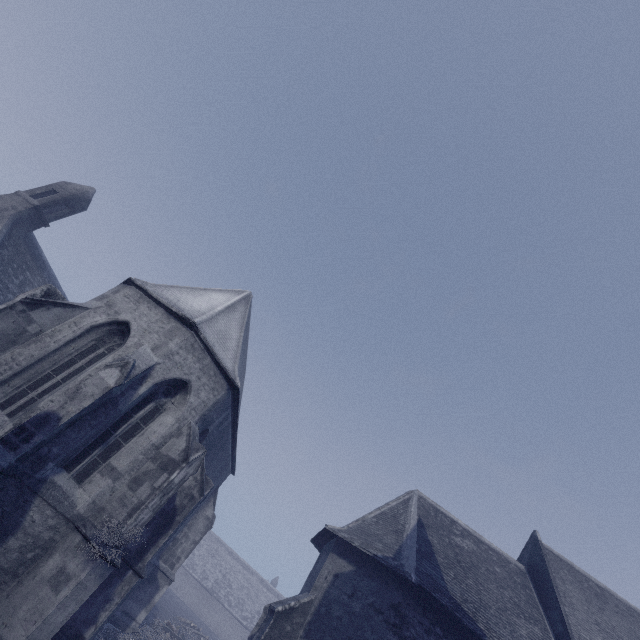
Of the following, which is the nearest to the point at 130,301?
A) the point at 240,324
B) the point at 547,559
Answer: the point at 240,324
